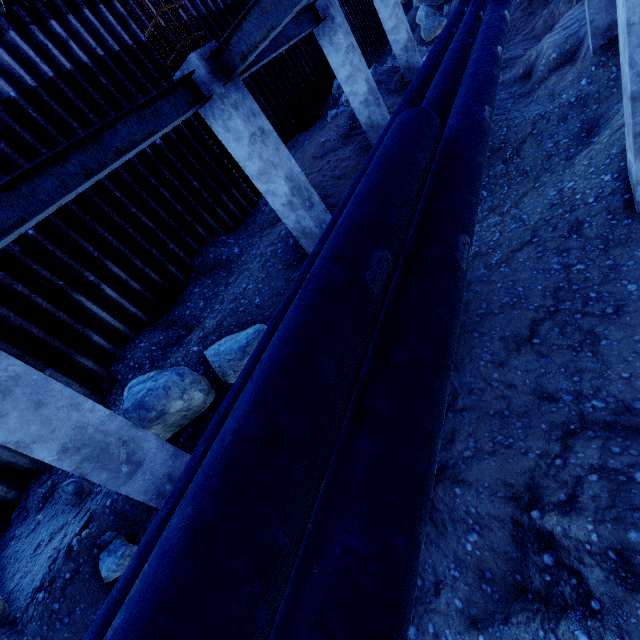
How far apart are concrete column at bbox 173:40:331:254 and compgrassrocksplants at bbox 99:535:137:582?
5.6 meters

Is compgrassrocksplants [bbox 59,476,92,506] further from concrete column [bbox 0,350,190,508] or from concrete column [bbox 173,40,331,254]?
concrete column [bbox 173,40,331,254]

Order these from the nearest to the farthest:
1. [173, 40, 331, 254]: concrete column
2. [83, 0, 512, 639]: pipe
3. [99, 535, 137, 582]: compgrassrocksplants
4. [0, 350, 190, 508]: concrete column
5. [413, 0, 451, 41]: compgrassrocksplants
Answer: [83, 0, 512, 639]: pipe
[0, 350, 190, 508]: concrete column
[99, 535, 137, 582]: compgrassrocksplants
[173, 40, 331, 254]: concrete column
[413, 0, 451, 41]: compgrassrocksplants

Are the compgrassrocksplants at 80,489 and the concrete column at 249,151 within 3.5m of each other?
no

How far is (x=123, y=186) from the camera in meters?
8.0

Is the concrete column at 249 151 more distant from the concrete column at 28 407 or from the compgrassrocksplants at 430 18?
the compgrassrocksplants at 430 18

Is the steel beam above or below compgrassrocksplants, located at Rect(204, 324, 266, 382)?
above

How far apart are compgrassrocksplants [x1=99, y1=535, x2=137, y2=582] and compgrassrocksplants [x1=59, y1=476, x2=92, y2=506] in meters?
1.1
